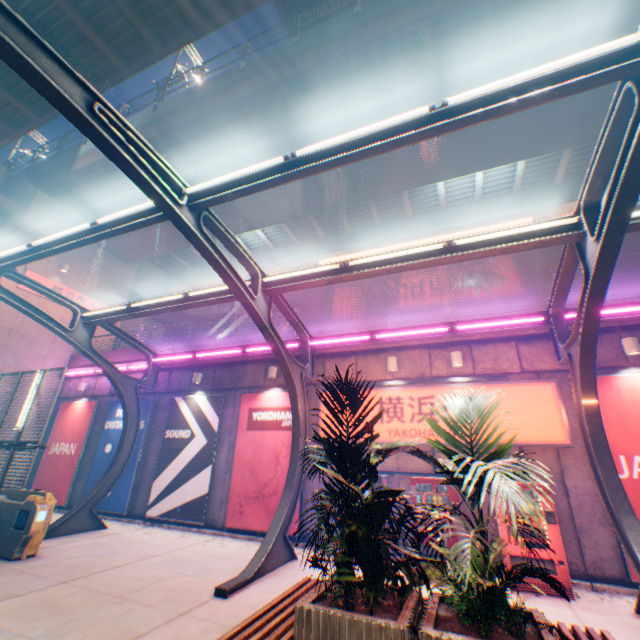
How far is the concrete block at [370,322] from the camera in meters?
9.7

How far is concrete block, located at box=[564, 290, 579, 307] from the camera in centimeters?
923cm

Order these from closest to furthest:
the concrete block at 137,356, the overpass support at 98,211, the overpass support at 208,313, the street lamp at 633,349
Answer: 1. the street lamp at 633,349
2. the concrete block at 137,356
3. the overpass support at 98,211
4. the overpass support at 208,313

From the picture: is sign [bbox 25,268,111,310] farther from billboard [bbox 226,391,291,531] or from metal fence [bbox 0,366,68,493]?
billboard [bbox 226,391,291,531]

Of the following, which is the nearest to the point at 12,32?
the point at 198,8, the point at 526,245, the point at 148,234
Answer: the point at 526,245

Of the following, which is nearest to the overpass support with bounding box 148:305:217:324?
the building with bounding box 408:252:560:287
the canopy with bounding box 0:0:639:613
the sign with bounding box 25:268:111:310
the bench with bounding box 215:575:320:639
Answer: the sign with bounding box 25:268:111:310

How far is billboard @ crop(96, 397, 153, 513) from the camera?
12.3m

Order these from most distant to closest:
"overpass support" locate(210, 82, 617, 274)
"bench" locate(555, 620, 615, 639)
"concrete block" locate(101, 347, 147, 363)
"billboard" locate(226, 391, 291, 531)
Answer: "concrete block" locate(101, 347, 147, 363) < "overpass support" locate(210, 82, 617, 274) < "billboard" locate(226, 391, 291, 531) < "bench" locate(555, 620, 615, 639)
